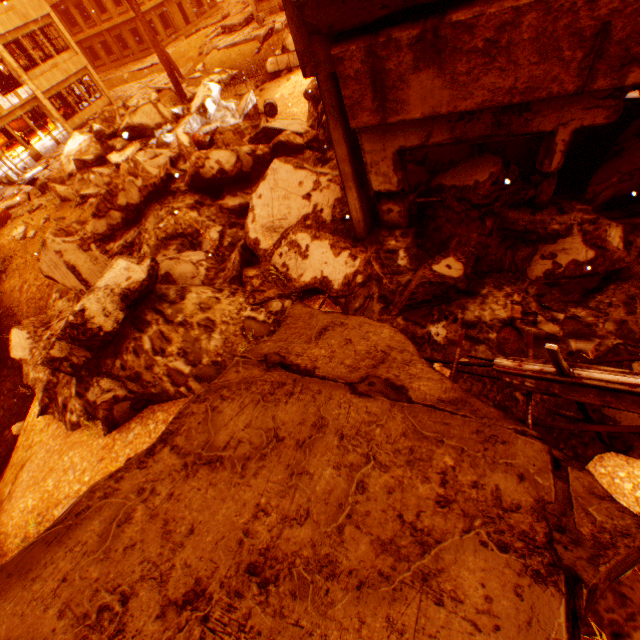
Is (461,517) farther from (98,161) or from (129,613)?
(98,161)

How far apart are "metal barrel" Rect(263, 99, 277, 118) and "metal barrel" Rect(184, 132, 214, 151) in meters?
2.9

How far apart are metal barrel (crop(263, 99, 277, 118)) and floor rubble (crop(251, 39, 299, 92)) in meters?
3.6 m

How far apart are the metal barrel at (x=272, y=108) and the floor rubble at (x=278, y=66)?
3.6 meters

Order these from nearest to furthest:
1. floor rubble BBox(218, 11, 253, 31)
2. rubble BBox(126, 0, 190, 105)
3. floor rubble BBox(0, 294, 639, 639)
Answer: floor rubble BBox(0, 294, 639, 639)
rubble BBox(126, 0, 190, 105)
floor rubble BBox(218, 11, 253, 31)

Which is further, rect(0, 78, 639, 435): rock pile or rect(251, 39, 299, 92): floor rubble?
rect(251, 39, 299, 92): floor rubble

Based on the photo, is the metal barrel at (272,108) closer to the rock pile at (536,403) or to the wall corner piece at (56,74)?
the rock pile at (536,403)

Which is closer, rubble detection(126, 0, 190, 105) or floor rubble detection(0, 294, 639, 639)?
floor rubble detection(0, 294, 639, 639)
